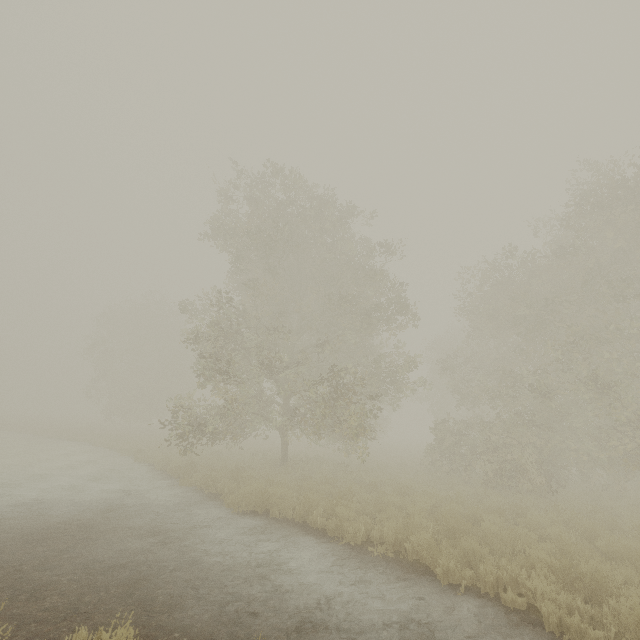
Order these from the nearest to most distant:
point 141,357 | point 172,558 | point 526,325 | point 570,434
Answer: point 172,558
point 570,434
point 526,325
point 141,357
